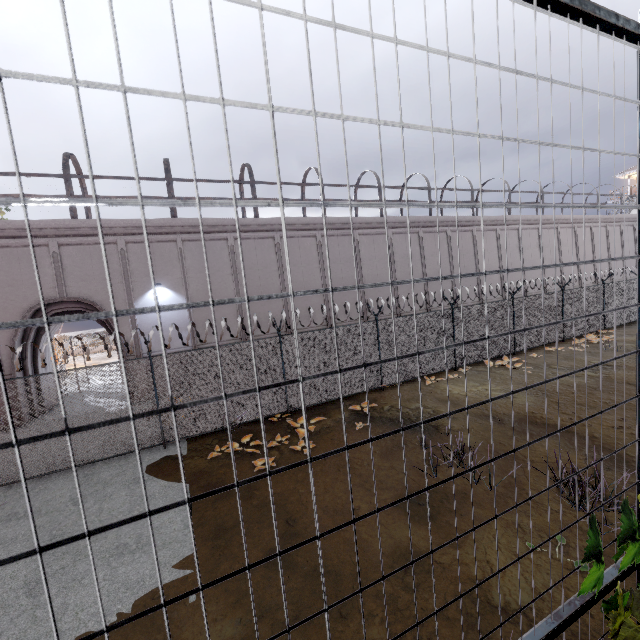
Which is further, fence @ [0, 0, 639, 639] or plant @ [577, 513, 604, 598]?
plant @ [577, 513, 604, 598]

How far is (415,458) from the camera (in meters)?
7.90

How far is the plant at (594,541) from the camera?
1.4 meters

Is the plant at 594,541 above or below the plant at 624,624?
above

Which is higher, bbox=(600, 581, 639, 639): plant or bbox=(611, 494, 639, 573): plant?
bbox=(611, 494, 639, 573): plant

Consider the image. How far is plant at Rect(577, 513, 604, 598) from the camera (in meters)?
1.43
